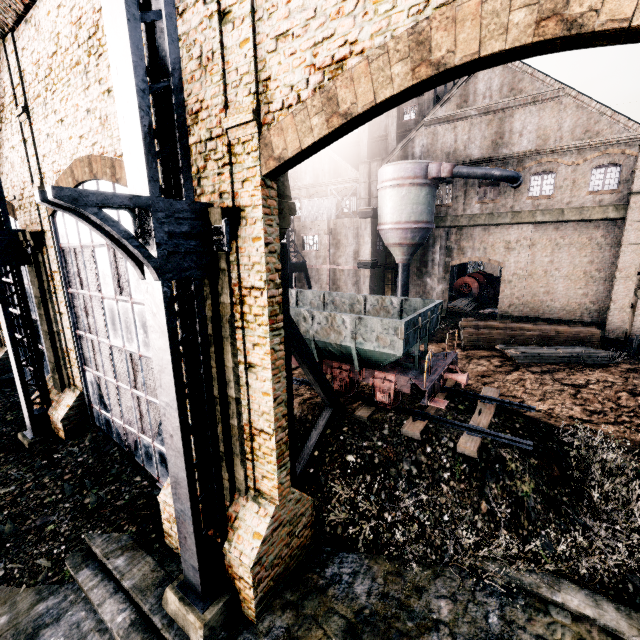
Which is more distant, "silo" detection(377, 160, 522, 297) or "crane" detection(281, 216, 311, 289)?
"crane" detection(281, 216, 311, 289)

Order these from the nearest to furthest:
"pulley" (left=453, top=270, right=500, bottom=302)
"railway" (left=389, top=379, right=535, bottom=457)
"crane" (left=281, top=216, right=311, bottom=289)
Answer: "railway" (left=389, top=379, right=535, bottom=457)
"crane" (left=281, top=216, right=311, bottom=289)
"pulley" (left=453, top=270, right=500, bottom=302)

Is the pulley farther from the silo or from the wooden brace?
the wooden brace

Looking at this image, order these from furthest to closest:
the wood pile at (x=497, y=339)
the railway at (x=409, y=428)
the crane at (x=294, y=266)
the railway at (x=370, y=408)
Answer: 1. the crane at (x=294, y=266)
2. the wood pile at (x=497, y=339)
3. the railway at (x=370, y=408)
4. the railway at (x=409, y=428)

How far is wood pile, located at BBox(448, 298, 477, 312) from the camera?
32.78m

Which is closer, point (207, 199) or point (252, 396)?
point (207, 199)

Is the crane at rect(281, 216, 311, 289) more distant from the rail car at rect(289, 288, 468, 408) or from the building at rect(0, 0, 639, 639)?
the rail car at rect(289, 288, 468, 408)

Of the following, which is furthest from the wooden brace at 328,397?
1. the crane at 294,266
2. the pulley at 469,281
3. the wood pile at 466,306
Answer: the pulley at 469,281
